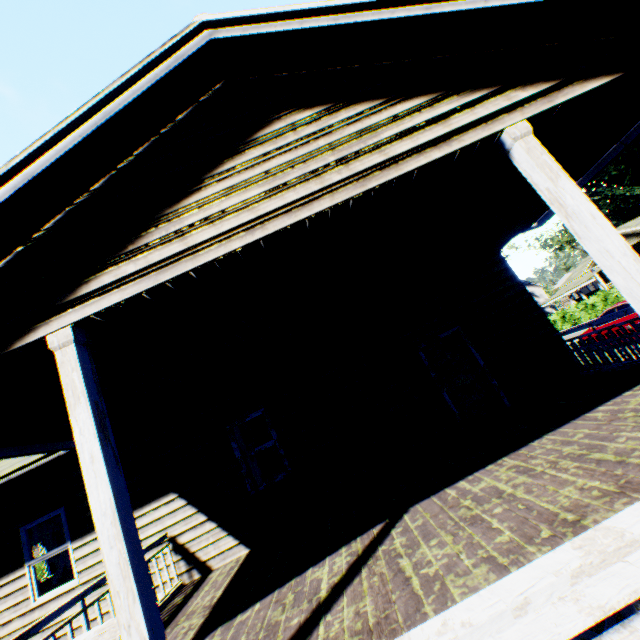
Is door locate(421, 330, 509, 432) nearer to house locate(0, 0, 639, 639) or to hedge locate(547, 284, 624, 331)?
house locate(0, 0, 639, 639)

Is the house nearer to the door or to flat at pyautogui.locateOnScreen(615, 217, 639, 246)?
the door

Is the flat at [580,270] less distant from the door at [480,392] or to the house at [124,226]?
the house at [124,226]

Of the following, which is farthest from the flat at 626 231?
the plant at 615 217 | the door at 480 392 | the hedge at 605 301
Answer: the door at 480 392

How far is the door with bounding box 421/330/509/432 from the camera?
7.32m

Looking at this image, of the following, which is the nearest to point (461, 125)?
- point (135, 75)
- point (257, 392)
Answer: point (135, 75)

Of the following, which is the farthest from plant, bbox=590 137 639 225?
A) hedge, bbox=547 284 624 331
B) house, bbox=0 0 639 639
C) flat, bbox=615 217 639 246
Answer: house, bbox=0 0 639 639

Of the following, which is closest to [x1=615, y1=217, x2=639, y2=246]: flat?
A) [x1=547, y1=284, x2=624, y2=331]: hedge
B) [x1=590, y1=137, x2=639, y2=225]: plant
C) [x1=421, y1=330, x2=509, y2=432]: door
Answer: [x1=590, y1=137, x2=639, y2=225]: plant
